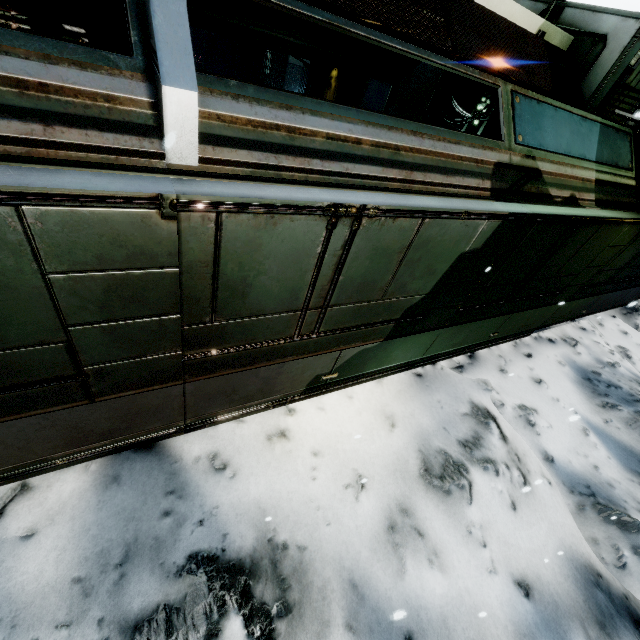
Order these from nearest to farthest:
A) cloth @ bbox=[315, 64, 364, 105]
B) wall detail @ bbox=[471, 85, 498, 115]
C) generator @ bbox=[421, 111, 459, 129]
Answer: wall detail @ bbox=[471, 85, 498, 115], generator @ bbox=[421, 111, 459, 129], cloth @ bbox=[315, 64, 364, 105]

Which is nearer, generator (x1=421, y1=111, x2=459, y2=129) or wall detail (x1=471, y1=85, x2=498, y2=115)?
wall detail (x1=471, y1=85, x2=498, y2=115)

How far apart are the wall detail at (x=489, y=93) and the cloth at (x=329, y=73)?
4.9m

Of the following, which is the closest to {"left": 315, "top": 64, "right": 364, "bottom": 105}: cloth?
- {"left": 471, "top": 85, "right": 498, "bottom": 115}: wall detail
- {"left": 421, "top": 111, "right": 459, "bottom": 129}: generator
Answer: {"left": 421, "top": 111, "right": 459, "bottom": 129}: generator

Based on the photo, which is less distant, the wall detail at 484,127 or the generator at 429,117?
the wall detail at 484,127

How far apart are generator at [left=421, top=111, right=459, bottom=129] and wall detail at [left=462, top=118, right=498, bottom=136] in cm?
1

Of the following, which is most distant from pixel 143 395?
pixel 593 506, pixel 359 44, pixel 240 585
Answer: pixel 359 44
